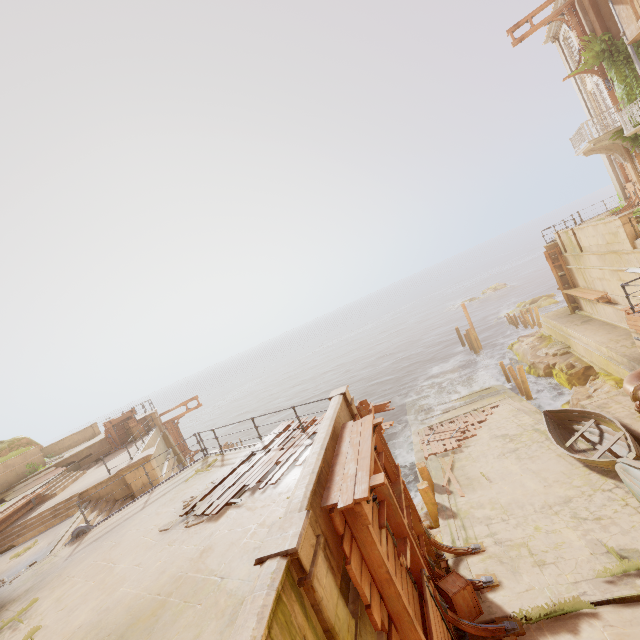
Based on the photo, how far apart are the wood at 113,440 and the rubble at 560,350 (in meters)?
28.93

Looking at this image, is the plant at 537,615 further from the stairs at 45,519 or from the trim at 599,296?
the trim at 599,296

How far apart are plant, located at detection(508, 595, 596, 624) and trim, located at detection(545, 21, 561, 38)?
27.36m

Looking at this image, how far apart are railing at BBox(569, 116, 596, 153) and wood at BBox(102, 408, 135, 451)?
34.20m

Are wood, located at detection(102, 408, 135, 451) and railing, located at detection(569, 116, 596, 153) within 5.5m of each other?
no

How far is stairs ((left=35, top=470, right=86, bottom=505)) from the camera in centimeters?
1594cm

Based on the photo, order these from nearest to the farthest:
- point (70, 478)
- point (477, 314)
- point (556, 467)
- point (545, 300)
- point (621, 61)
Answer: point (556, 467) → point (621, 61) → point (70, 478) → point (545, 300) → point (477, 314)

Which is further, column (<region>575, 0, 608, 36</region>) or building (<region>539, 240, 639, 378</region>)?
column (<region>575, 0, 608, 36</region>)
